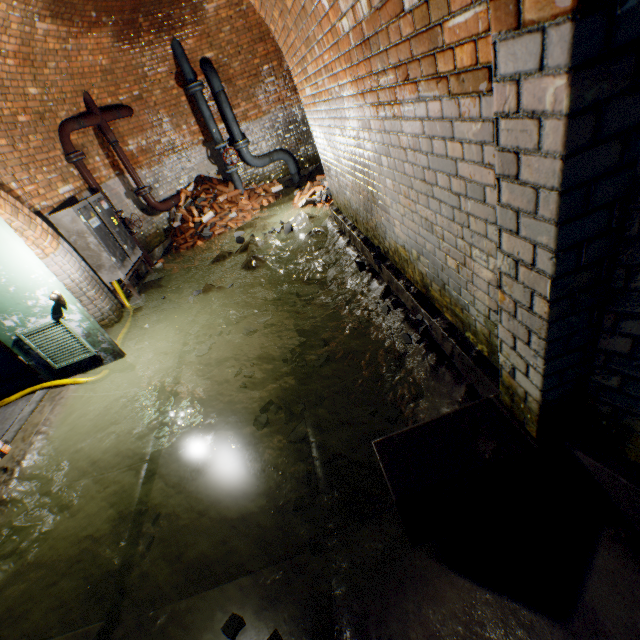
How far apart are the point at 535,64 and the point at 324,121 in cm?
389

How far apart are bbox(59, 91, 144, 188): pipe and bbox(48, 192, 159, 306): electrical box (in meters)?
0.31

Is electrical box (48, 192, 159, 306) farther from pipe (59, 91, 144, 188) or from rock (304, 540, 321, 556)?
rock (304, 540, 321, 556)

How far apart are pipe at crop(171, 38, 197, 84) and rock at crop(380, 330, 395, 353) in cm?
802

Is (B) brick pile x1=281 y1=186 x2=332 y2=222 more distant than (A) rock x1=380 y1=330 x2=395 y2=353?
Yes

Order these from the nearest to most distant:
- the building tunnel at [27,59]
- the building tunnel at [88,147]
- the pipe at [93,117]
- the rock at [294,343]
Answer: the building tunnel at [27,59] < the rock at [294,343] < the pipe at [93,117] < the building tunnel at [88,147]

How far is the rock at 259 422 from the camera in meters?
3.3

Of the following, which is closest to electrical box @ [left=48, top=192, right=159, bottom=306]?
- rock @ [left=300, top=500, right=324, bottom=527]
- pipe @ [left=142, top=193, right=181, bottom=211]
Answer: pipe @ [left=142, top=193, right=181, bottom=211]
